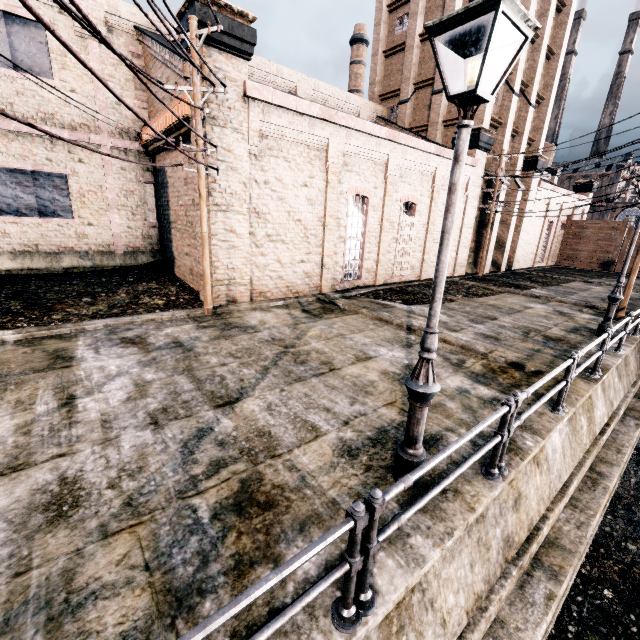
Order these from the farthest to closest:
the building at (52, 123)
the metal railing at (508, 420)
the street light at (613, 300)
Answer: the building at (52, 123), the street light at (613, 300), the metal railing at (508, 420)

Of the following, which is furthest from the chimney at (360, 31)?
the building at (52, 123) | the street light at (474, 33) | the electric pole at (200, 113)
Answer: the street light at (474, 33)

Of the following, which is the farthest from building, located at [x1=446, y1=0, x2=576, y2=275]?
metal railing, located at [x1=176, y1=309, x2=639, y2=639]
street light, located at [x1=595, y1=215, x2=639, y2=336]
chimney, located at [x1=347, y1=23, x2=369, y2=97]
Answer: chimney, located at [x1=347, y1=23, x2=369, y2=97]

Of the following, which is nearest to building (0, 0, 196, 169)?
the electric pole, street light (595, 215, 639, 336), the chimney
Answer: the electric pole

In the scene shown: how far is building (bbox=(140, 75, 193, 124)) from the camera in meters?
12.1

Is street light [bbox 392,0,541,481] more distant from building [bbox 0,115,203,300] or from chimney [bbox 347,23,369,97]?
chimney [bbox 347,23,369,97]

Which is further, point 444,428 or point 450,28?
point 444,428
